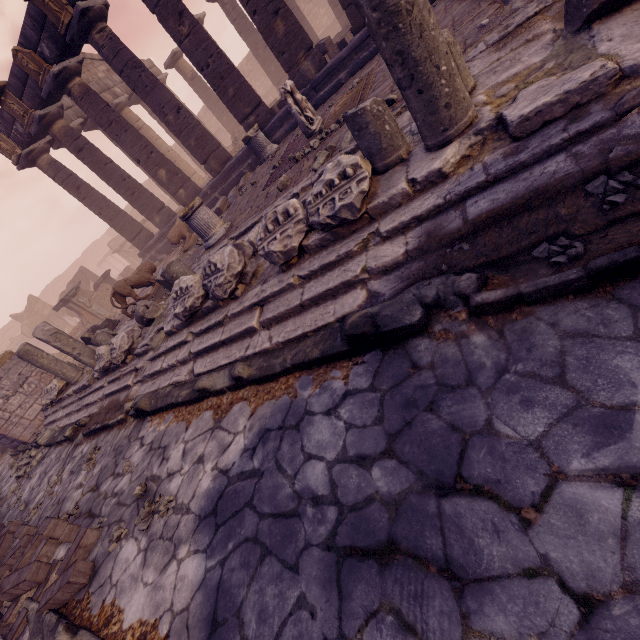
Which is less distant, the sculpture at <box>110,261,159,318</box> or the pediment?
the sculpture at <box>110,261,159,318</box>

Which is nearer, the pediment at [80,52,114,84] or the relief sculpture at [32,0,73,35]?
the relief sculpture at [32,0,73,35]

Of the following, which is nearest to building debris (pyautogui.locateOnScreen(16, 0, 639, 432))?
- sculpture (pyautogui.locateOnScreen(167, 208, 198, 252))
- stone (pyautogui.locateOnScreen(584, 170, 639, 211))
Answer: stone (pyautogui.locateOnScreen(584, 170, 639, 211))

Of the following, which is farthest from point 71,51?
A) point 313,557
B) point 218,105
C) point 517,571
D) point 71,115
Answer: point 517,571

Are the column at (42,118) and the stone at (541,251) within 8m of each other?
no

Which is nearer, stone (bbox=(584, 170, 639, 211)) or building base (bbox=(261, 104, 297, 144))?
stone (bbox=(584, 170, 639, 211))

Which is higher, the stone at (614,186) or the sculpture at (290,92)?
the sculpture at (290,92)

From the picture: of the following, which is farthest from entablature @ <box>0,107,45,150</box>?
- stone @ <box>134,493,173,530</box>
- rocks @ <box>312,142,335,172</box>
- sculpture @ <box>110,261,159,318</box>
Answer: stone @ <box>134,493,173,530</box>
